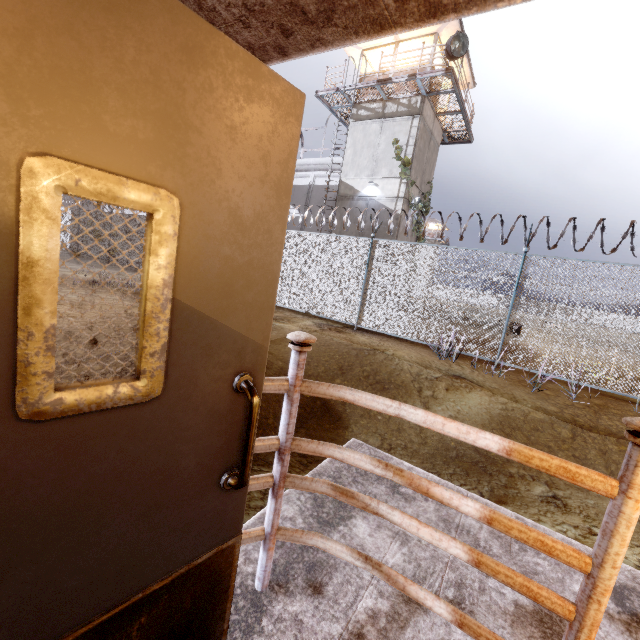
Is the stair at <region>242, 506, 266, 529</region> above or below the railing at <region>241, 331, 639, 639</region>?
below

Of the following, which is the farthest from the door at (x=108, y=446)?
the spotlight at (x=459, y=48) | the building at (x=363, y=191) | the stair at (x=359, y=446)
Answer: the spotlight at (x=459, y=48)

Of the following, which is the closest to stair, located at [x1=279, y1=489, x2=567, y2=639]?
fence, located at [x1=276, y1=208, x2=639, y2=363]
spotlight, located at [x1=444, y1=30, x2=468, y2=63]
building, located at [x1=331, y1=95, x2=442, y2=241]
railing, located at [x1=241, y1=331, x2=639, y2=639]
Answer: railing, located at [x1=241, y1=331, x2=639, y2=639]

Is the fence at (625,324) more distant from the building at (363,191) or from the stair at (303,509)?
the building at (363,191)

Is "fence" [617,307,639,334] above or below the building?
below

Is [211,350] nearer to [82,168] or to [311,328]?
[82,168]

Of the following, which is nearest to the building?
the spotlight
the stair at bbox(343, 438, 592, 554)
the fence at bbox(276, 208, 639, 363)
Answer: the spotlight

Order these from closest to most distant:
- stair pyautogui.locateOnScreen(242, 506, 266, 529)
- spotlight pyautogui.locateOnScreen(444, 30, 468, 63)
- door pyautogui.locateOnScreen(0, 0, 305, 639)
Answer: door pyautogui.locateOnScreen(0, 0, 305, 639) → stair pyautogui.locateOnScreen(242, 506, 266, 529) → spotlight pyautogui.locateOnScreen(444, 30, 468, 63)
